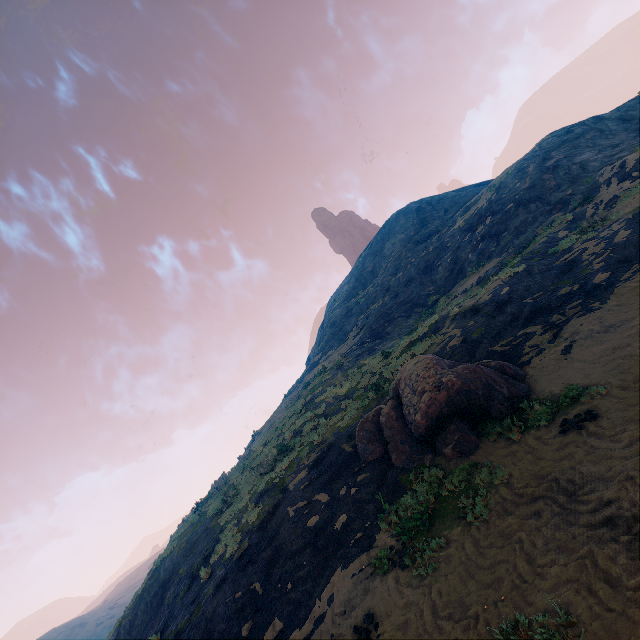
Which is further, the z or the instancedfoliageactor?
the instancedfoliageactor

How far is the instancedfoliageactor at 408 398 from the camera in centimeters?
900cm

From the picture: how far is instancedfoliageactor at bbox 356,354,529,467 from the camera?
9.0m

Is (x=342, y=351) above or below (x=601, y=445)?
above

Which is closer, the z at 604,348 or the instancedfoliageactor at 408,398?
the z at 604,348
